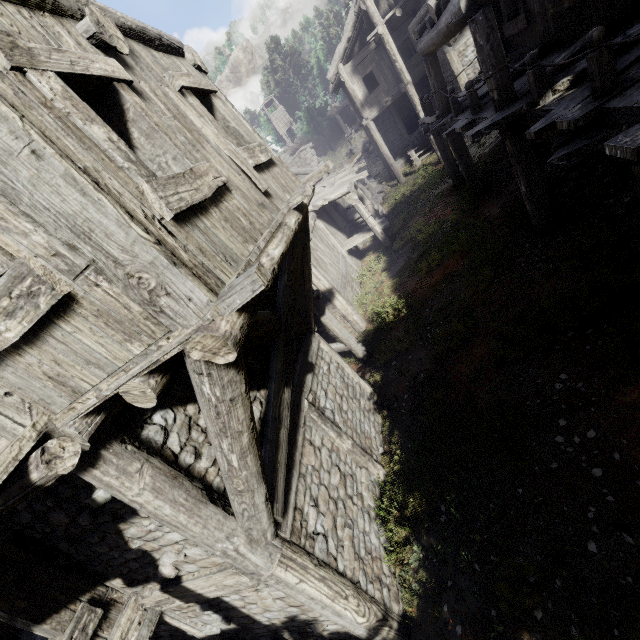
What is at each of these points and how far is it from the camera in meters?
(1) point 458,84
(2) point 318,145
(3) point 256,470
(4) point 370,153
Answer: (1) building, 16.7
(2) rock, 56.8
(3) building, 3.2
(4) rubble, 30.6

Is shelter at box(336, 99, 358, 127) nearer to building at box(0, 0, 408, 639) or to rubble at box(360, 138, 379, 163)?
rubble at box(360, 138, 379, 163)

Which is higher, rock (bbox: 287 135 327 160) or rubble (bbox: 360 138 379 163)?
rock (bbox: 287 135 327 160)

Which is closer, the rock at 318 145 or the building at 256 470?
the building at 256 470

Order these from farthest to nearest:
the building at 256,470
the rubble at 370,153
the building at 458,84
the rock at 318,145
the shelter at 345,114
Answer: the rock at 318,145, the shelter at 345,114, the rubble at 370,153, the building at 458,84, the building at 256,470

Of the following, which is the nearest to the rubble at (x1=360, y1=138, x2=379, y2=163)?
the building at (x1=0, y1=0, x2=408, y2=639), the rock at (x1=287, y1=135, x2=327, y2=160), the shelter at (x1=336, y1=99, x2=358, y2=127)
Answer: the building at (x1=0, y1=0, x2=408, y2=639)

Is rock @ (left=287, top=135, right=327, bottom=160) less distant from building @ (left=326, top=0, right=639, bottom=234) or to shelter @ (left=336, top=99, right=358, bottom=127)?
building @ (left=326, top=0, right=639, bottom=234)
